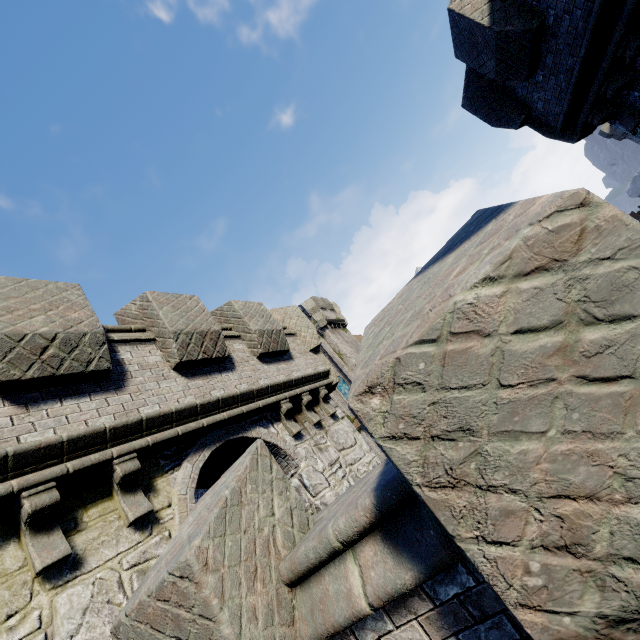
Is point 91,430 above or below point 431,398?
above

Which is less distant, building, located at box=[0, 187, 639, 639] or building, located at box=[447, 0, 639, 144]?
building, located at box=[0, 187, 639, 639]

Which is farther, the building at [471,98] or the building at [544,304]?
the building at [471,98]
